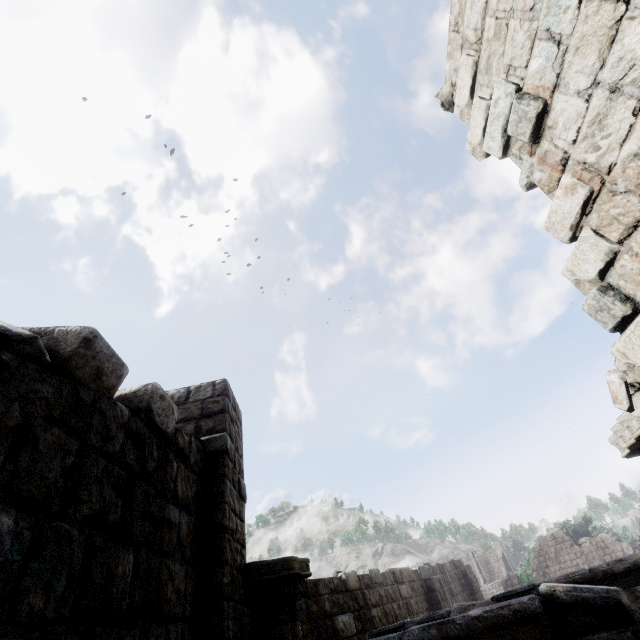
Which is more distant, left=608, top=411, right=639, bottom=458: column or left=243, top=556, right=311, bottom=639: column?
left=243, top=556, right=311, bottom=639: column

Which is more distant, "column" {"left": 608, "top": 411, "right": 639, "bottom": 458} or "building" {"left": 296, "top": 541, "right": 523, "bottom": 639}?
"building" {"left": 296, "top": 541, "right": 523, "bottom": 639}

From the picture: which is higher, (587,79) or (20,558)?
(587,79)

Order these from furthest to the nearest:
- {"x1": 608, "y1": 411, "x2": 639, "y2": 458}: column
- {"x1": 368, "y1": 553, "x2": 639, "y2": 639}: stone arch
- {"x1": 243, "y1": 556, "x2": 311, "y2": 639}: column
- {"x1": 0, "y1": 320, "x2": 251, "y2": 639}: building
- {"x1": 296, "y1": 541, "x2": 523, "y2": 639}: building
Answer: {"x1": 296, "y1": 541, "x2": 523, "y2": 639}: building
{"x1": 243, "y1": 556, "x2": 311, "y2": 639}: column
{"x1": 608, "y1": 411, "x2": 639, "y2": 458}: column
{"x1": 368, "y1": 553, "x2": 639, "y2": 639}: stone arch
{"x1": 0, "y1": 320, "x2": 251, "y2": 639}: building

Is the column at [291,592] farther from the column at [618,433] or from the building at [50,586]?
the column at [618,433]

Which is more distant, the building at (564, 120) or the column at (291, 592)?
the column at (291, 592)

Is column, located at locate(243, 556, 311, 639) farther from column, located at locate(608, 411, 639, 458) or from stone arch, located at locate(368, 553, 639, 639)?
column, located at locate(608, 411, 639, 458)

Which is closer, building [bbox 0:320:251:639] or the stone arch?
building [bbox 0:320:251:639]
